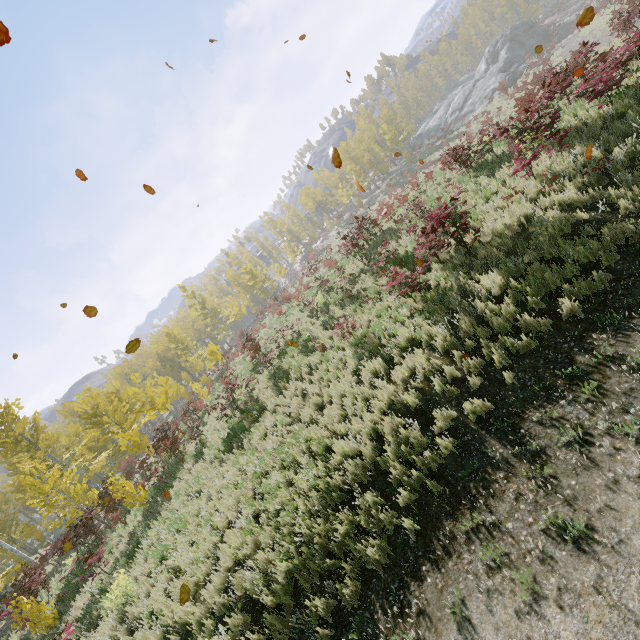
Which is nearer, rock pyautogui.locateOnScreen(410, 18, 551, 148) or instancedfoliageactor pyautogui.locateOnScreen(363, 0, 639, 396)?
instancedfoliageactor pyautogui.locateOnScreen(363, 0, 639, 396)

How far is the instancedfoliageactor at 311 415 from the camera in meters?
7.6

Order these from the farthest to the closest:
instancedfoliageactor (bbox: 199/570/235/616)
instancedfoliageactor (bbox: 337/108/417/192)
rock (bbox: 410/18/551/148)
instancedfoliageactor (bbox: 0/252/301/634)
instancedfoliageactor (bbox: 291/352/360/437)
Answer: instancedfoliageactor (bbox: 337/108/417/192)
rock (bbox: 410/18/551/148)
instancedfoliageactor (bbox: 0/252/301/634)
instancedfoliageactor (bbox: 291/352/360/437)
instancedfoliageactor (bbox: 199/570/235/616)

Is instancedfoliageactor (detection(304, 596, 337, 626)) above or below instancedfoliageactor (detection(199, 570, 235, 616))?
below

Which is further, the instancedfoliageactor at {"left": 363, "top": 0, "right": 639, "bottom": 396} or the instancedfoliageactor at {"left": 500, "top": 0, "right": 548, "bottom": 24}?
the instancedfoliageactor at {"left": 500, "top": 0, "right": 548, "bottom": 24}

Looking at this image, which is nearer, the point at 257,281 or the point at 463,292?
the point at 463,292

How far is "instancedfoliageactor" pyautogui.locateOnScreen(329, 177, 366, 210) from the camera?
47.91m

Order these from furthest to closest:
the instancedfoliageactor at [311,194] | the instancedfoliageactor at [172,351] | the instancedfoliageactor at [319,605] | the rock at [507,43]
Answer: the instancedfoliageactor at [311,194] → the rock at [507,43] → the instancedfoliageactor at [172,351] → the instancedfoliageactor at [319,605]
